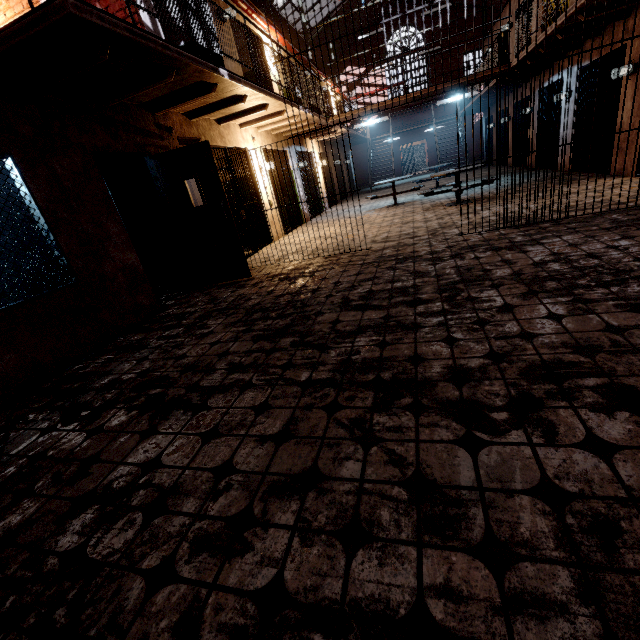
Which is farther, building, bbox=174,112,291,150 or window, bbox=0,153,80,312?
building, bbox=174,112,291,150

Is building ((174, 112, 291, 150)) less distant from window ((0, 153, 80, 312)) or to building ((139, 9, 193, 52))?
building ((139, 9, 193, 52))

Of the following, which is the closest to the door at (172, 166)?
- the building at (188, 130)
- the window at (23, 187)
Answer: the building at (188, 130)

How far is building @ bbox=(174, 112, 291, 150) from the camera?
5.87m

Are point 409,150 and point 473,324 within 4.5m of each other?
no

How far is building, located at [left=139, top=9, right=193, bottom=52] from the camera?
5.2m

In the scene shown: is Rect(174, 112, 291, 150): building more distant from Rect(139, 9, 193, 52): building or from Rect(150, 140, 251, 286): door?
Rect(150, 140, 251, 286): door

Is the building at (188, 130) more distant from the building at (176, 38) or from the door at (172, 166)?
the door at (172, 166)
